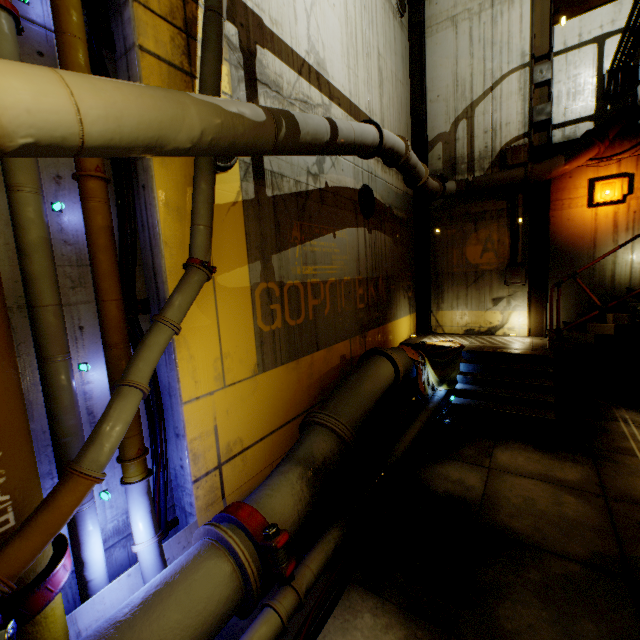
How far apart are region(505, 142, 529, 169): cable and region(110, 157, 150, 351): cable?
10.0 meters

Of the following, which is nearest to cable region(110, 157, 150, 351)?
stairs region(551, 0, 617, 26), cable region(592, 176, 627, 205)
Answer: stairs region(551, 0, 617, 26)

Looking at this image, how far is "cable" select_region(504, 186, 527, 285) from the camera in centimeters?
964cm

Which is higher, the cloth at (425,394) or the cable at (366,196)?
the cable at (366,196)

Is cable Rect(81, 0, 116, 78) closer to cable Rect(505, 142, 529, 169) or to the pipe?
the pipe

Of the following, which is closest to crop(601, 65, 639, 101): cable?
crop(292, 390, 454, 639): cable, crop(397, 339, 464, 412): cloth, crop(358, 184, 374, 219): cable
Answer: crop(358, 184, 374, 219): cable

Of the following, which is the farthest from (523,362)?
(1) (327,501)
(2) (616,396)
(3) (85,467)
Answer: (3) (85,467)

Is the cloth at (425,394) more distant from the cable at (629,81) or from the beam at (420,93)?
the cable at (629,81)
